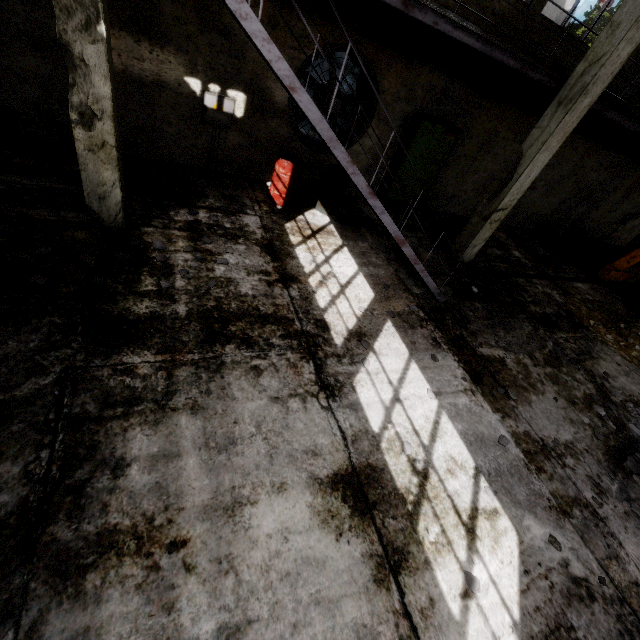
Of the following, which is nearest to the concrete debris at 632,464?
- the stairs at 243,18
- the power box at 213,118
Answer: the stairs at 243,18

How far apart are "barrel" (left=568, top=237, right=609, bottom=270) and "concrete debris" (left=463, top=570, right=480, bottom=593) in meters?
12.2

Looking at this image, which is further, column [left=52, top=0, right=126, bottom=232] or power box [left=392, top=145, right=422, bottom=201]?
power box [left=392, top=145, right=422, bottom=201]

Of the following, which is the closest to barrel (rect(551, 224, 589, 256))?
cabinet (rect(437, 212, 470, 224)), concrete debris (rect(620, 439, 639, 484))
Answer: cabinet (rect(437, 212, 470, 224))

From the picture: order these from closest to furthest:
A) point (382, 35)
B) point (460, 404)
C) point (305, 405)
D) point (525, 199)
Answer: point (305, 405)
point (460, 404)
point (382, 35)
point (525, 199)

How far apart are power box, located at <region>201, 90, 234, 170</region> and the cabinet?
5.7 meters

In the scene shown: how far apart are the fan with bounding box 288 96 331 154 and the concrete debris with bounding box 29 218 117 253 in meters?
4.7 m

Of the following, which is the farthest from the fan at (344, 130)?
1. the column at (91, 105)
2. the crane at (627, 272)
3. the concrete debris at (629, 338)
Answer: the crane at (627, 272)
